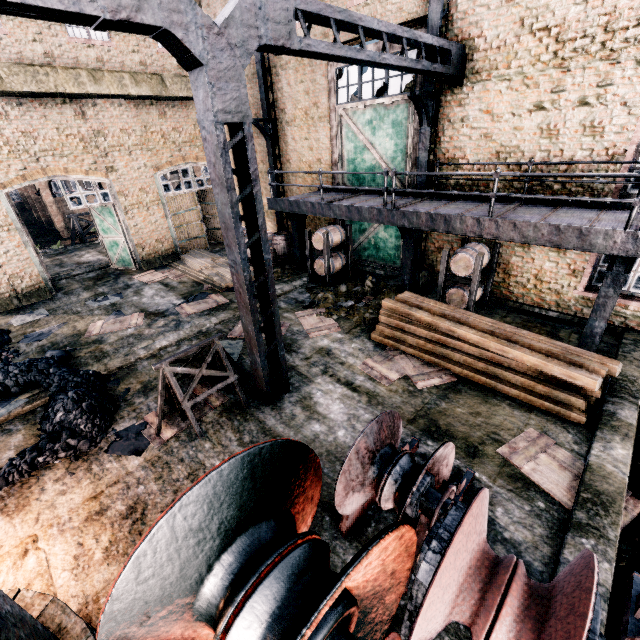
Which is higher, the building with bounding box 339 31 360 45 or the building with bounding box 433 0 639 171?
the building with bounding box 339 31 360 45

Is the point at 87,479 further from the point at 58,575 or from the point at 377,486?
the point at 377,486

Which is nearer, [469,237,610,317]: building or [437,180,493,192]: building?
[469,237,610,317]: building

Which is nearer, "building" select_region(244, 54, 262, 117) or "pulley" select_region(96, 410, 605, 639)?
"pulley" select_region(96, 410, 605, 639)

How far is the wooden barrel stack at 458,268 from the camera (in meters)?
9.88

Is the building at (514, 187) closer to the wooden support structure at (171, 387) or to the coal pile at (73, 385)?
the coal pile at (73, 385)

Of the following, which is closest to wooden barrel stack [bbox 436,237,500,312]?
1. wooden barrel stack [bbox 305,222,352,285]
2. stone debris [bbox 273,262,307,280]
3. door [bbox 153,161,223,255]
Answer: wooden barrel stack [bbox 305,222,352,285]

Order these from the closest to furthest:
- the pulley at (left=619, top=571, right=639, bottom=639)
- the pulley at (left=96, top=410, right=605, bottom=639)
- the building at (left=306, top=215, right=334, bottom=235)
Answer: the pulley at (left=96, top=410, right=605, bottom=639), the pulley at (left=619, top=571, right=639, bottom=639), the building at (left=306, top=215, right=334, bottom=235)
